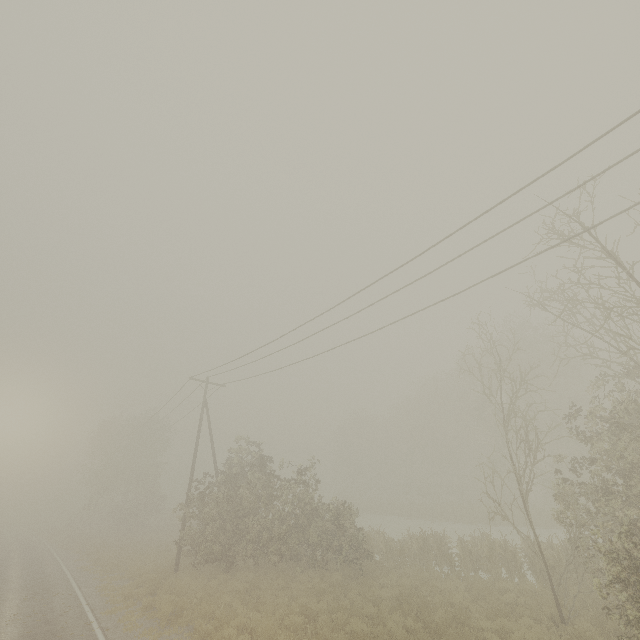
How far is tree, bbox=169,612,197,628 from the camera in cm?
1196

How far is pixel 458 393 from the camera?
42.6 meters

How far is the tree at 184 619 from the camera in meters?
12.0
